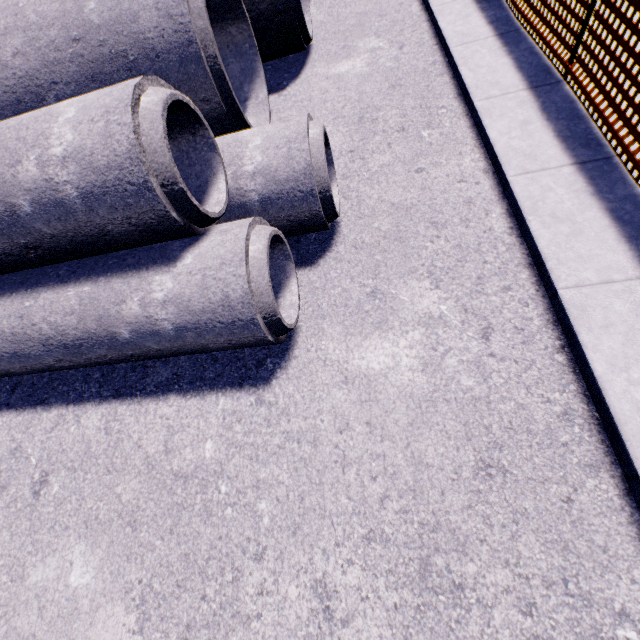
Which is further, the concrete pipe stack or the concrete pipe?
the concrete pipe stack

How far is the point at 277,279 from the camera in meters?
3.1 m

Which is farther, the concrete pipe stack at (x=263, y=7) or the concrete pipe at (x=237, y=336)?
the concrete pipe stack at (x=263, y=7)
